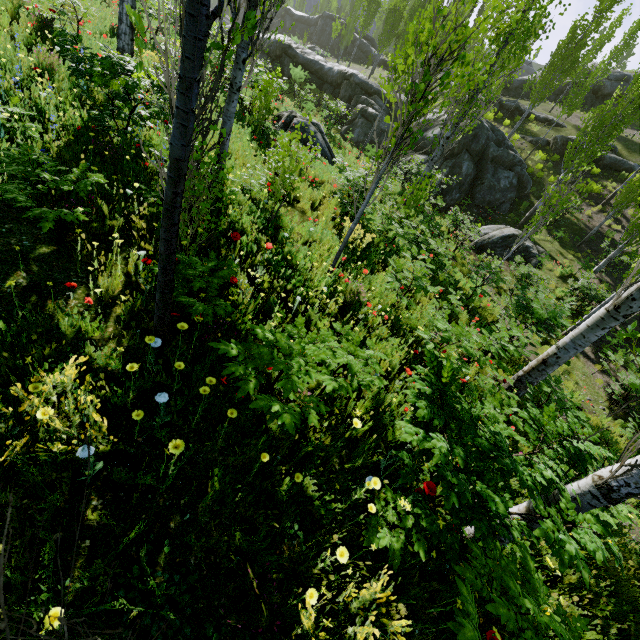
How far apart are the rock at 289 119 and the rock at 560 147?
21.3m

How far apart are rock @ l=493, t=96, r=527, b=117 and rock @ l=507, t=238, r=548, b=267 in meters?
17.5

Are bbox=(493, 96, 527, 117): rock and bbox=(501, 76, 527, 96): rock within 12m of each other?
yes

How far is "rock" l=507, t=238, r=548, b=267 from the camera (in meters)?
16.63

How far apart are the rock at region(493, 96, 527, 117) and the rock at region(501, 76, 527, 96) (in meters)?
5.65

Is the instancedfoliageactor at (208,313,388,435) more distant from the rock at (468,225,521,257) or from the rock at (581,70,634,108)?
the rock at (581,70,634,108)

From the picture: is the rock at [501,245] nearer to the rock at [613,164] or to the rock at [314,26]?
the rock at [613,164]

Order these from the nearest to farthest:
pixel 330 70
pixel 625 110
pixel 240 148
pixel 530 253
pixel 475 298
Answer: pixel 240 148
pixel 475 298
pixel 625 110
pixel 530 253
pixel 330 70
